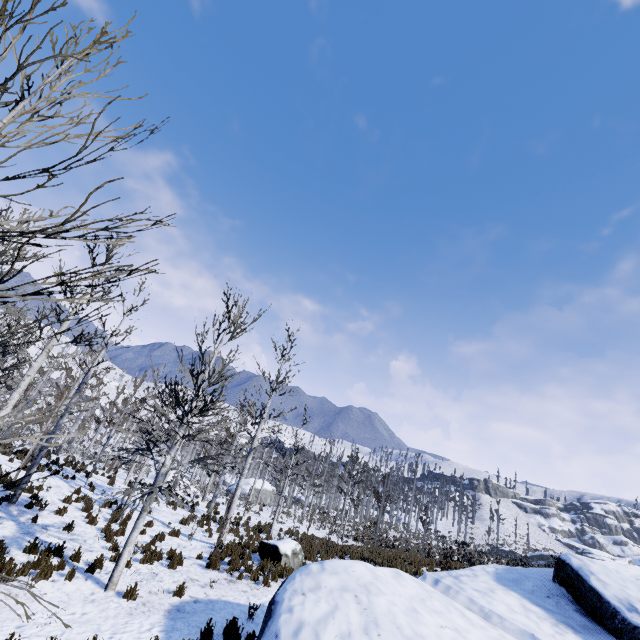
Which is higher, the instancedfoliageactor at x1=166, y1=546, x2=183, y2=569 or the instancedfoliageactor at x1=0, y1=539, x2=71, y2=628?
the instancedfoliageactor at x1=166, y1=546, x2=183, y2=569

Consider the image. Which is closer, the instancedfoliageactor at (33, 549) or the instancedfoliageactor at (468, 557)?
the instancedfoliageactor at (33, 549)

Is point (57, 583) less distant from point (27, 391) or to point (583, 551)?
point (27, 391)

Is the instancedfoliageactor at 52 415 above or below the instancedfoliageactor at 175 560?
above

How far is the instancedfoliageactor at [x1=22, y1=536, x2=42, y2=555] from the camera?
8.8 meters

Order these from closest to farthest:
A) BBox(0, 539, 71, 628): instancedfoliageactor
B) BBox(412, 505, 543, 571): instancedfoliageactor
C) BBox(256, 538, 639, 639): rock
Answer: BBox(0, 539, 71, 628): instancedfoliageactor < BBox(256, 538, 639, 639): rock < BBox(412, 505, 543, 571): instancedfoliageactor
